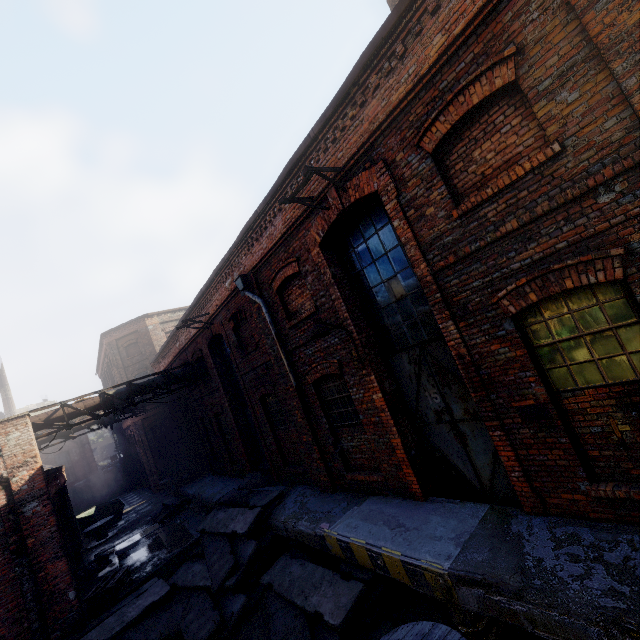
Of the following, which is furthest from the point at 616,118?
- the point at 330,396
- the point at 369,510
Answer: the point at 369,510

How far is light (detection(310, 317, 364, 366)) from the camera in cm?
629

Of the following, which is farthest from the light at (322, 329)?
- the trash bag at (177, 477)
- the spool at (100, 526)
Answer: the spool at (100, 526)

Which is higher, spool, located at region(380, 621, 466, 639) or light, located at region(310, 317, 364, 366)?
light, located at region(310, 317, 364, 366)

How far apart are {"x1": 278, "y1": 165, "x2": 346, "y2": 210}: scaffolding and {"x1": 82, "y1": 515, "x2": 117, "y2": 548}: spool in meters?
22.3

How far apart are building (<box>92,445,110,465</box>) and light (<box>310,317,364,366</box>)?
65.4m

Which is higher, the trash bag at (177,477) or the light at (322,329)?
the light at (322,329)

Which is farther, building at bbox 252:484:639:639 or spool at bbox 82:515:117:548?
spool at bbox 82:515:117:548
